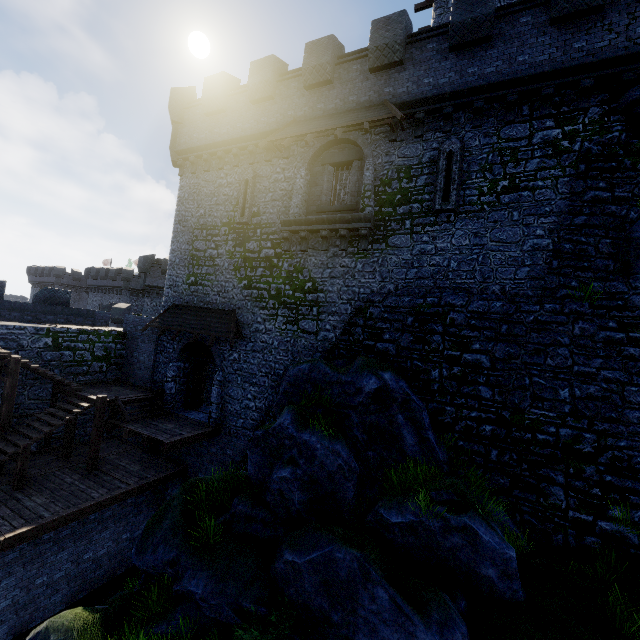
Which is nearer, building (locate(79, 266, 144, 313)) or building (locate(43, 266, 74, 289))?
building (locate(79, 266, 144, 313))

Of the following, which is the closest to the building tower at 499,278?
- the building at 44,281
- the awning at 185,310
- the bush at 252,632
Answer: the awning at 185,310

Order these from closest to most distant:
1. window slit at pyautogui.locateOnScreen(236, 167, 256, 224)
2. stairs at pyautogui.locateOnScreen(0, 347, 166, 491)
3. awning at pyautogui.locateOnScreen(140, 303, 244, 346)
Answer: stairs at pyautogui.locateOnScreen(0, 347, 166, 491) < awning at pyautogui.locateOnScreen(140, 303, 244, 346) < window slit at pyautogui.locateOnScreen(236, 167, 256, 224)

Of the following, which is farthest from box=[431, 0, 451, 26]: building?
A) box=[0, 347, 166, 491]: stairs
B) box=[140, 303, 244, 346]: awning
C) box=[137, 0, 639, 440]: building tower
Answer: box=[0, 347, 166, 491]: stairs

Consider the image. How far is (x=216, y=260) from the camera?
16.28m

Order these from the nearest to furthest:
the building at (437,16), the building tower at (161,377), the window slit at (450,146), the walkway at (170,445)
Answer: the window slit at (450,146) → the walkway at (170,445) → the building tower at (161,377) → the building at (437,16)

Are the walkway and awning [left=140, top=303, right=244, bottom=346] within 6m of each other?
yes

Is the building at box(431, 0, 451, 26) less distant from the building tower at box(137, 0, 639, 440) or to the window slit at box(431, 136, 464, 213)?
the building tower at box(137, 0, 639, 440)
